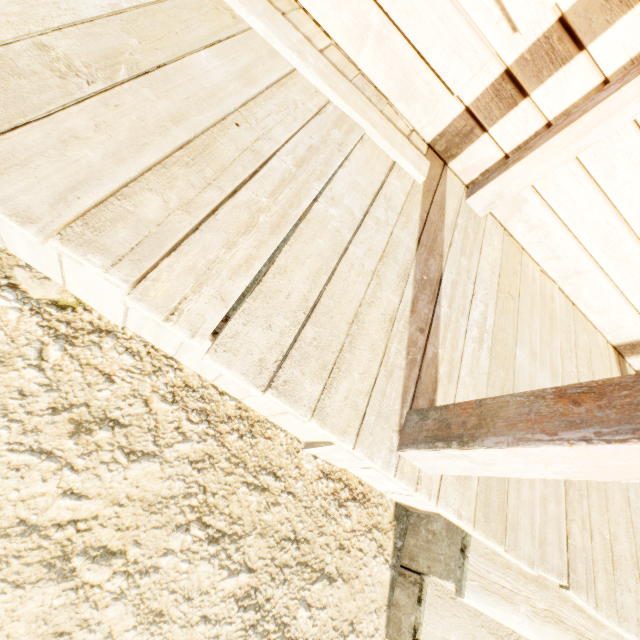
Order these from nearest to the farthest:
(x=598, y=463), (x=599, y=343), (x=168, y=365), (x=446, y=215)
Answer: (x=598, y=463), (x=168, y=365), (x=446, y=215), (x=599, y=343)
